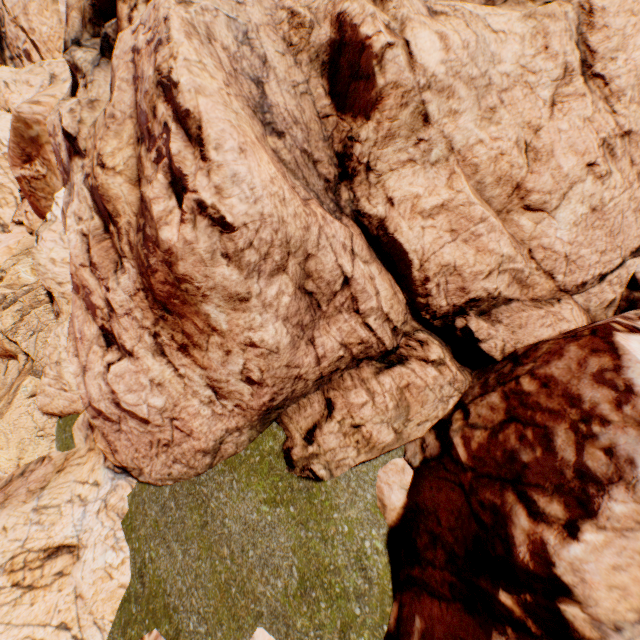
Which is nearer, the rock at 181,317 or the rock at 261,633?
the rock at 181,317

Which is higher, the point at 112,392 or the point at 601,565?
the point at 112,392

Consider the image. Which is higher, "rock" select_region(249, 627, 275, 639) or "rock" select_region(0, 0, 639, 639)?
"rock" select_region(0, 0, 639, 639)

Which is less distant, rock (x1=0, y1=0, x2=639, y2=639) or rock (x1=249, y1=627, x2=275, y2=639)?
rock (x1=0, y1=0, x2=639, y2=639)

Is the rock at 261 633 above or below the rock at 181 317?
below
